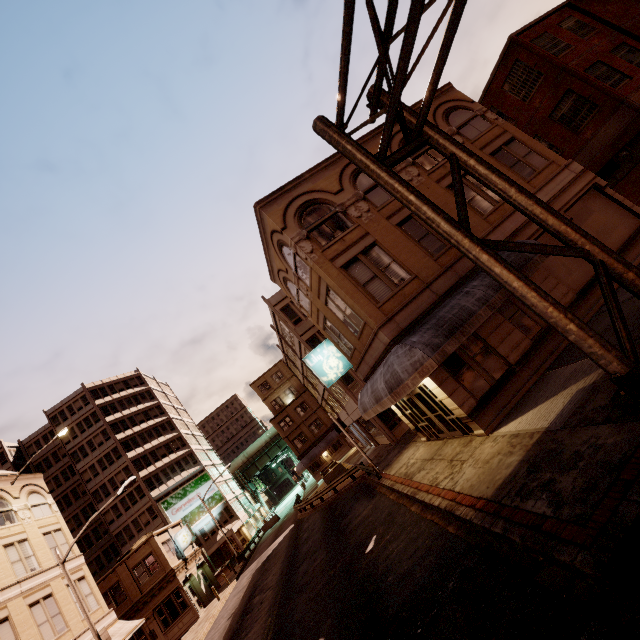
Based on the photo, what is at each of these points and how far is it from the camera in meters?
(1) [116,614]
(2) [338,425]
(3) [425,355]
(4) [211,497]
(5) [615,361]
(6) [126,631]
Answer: (1) building, 28.2 m
(2) sign, 21.2 m
(3) awning, 10.8 m
(4) sign, 54.4 m
(5) sign, 6.5 m
(6) awning, 23.6 m

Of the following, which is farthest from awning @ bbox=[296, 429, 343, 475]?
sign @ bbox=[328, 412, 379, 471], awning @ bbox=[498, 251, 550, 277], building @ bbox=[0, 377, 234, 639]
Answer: awning @ bbox=[498, 251, 550, 277]

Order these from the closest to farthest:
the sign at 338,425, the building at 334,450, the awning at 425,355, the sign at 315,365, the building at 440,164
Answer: the awning at 425,355 → the building at 440,164 → the sign at 315,365 → the sign at 338,425 → the building at 334,450

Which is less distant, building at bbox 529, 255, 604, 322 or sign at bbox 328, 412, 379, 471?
building at bbox 529, 255, 604, 322

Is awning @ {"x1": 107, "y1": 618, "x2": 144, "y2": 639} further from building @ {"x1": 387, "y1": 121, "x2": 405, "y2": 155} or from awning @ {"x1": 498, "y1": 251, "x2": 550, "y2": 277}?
building @ {"x1": 387, "y1": 121, "x2": 405, "y2": 155}

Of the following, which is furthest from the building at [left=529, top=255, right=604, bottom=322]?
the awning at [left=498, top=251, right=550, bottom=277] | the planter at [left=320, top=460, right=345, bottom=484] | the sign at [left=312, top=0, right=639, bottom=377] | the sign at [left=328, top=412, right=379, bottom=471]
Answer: the sign at [left=312, top=0, right=639, bottom=377]

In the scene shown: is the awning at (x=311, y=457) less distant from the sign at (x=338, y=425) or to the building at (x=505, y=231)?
the building at (x=505, y=231)

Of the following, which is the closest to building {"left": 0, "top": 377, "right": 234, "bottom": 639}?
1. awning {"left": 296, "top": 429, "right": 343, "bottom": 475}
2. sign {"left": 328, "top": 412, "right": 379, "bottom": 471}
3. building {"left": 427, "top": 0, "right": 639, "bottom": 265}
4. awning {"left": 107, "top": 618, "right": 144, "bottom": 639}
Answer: awning {"left": 107, "top": 618, "right": 144, "bottom": 639}
